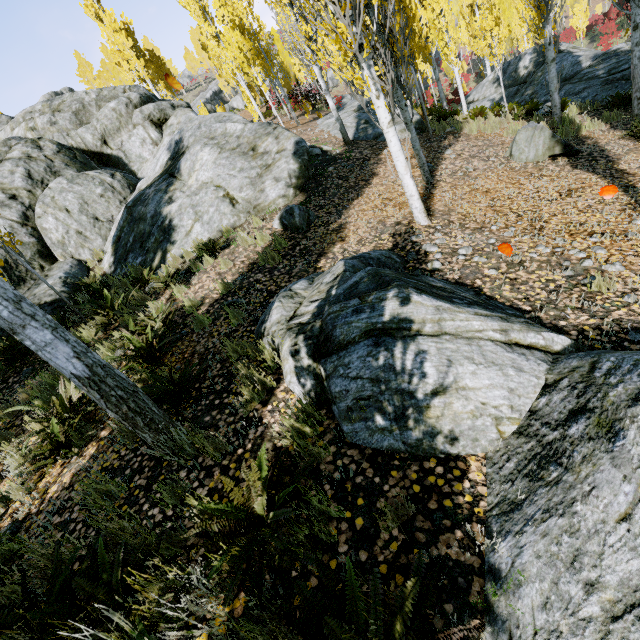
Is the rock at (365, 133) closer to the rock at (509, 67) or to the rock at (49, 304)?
the rock at (49, 304)

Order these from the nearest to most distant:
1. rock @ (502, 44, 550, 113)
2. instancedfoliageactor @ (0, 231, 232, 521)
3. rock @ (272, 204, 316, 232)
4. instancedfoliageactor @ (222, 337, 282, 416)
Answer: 1. instancedfoliageactor @ (0, 231, 232, 521)
2. instancedfoliageactor @ (222, 337, 282, 416)
3. rock @ (272, 204, 316, 232)
4. rock @ (502, 44, 550, 113)

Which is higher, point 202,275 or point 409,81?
point 202,275

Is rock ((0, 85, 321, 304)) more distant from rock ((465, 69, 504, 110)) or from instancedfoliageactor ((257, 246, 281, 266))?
rock ((465, 69, 504, 110))

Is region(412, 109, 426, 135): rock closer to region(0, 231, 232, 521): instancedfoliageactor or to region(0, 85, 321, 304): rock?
region(0, 231, 232, 521): instancedfoliageactor

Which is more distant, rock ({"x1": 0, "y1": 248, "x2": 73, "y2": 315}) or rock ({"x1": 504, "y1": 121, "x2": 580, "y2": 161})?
rock ({"x1": 0, "y1": 248, "x2": 73, "y2": 315})

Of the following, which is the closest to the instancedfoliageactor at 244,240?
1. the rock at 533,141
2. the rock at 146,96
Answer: the rock at 146,96

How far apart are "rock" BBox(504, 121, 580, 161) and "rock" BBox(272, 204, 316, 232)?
5.2 meters
